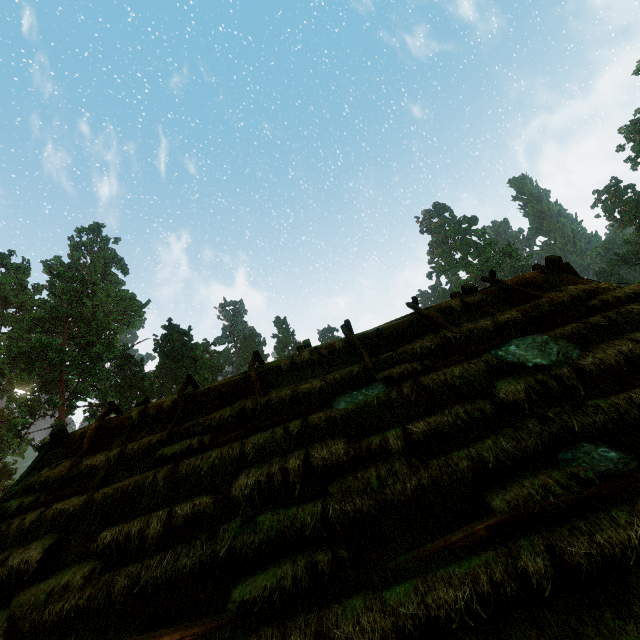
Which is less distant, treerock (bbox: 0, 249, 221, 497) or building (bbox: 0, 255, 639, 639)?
building (bbox: 0, 255, 639, 639)

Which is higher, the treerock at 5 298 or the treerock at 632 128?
the treerock at 632 128

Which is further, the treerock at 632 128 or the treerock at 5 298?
the treerock at 632 128

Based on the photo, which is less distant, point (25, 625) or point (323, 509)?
point (25, 625)

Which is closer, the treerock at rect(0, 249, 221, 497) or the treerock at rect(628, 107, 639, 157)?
the treerock at rect(0, 249, 221, 497)

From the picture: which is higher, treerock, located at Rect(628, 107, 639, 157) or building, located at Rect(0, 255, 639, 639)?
treerock, located at Rect(628, 107, 639, 157)

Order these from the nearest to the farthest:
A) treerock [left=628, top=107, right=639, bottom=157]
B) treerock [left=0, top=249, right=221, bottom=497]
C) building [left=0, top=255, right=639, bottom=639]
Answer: building [left=0, top=255, right=639, bottom=639], treerock [left=0, top=249, right=221, bottom=497], treerock [left=628, top=107, right=639, bottom=157]
